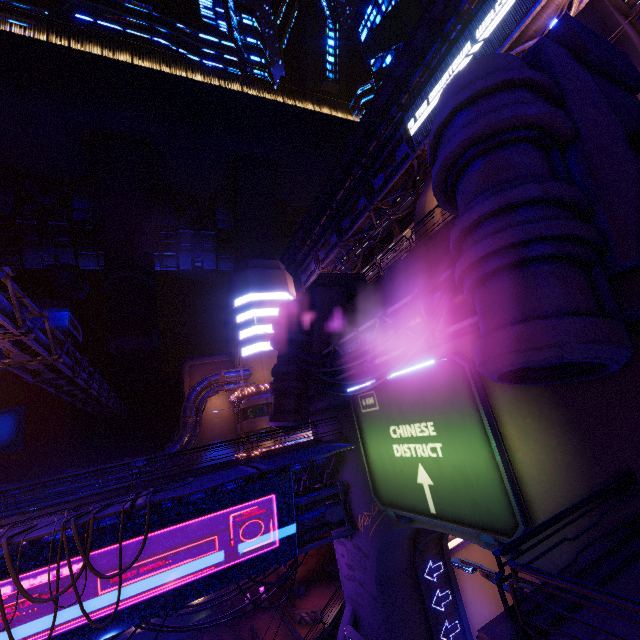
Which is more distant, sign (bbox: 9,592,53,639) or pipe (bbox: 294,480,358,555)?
pipe (bbox: 294,480,358,555)

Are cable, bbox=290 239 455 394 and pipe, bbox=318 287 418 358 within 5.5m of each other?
yes

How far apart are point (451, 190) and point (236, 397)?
40.1 meters

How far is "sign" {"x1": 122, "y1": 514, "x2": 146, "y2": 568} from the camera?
13.11m

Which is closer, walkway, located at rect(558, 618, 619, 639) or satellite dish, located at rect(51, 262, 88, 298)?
walkway, located at rect(558, 618, 619, 639)

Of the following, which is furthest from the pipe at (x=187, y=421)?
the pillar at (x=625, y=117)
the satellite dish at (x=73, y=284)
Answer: the satellite dish at (x=73, y=284)

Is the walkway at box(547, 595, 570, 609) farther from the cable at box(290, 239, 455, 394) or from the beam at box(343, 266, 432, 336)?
the beam at box(343, 266, 432, 336)

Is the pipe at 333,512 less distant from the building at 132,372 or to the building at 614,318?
the building at 614,318
